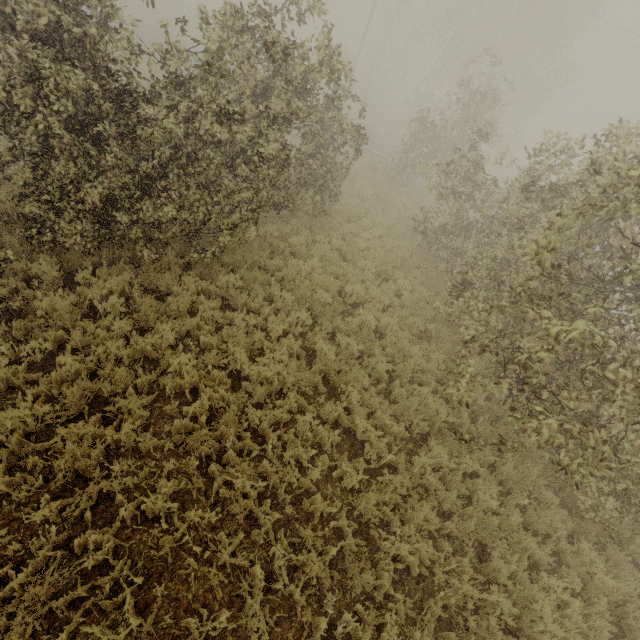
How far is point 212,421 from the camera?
5.6 meters
